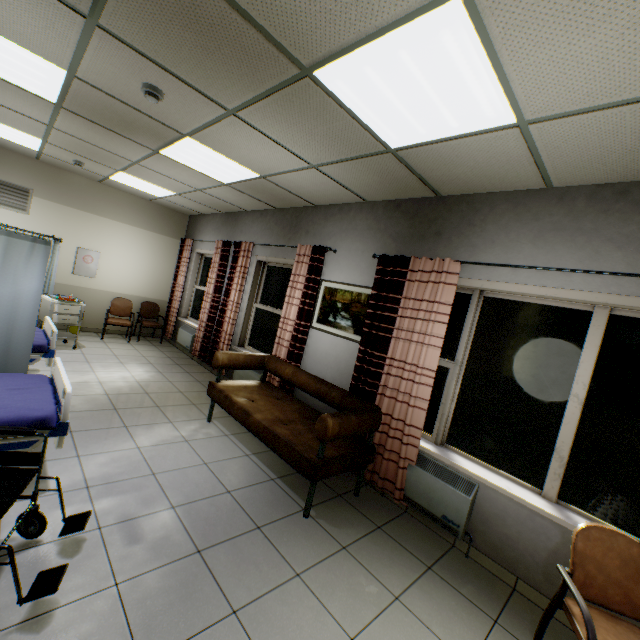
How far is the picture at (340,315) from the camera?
4.0m

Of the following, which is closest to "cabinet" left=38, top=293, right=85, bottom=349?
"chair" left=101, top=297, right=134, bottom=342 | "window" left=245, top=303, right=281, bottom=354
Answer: "chair" left=101, top=297, right=134, bottom=342

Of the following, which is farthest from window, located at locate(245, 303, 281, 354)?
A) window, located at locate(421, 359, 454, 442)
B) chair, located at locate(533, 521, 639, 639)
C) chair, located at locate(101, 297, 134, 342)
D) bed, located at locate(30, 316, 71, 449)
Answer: chair, located at locate(533, 521, 639, 639)

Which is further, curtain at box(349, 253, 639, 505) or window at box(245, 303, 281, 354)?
window at box(245, 303, 281, 354)

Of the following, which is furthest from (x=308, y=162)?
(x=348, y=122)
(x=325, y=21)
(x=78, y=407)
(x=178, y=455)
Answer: (x=78, y=407)

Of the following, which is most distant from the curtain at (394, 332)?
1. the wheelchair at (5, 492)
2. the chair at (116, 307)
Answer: the chair at (116, 307)

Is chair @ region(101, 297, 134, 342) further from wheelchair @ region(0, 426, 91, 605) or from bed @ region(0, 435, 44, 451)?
wheelchair @ region(0, 426, 91, 605)

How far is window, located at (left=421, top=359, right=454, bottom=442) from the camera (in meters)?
3.28
